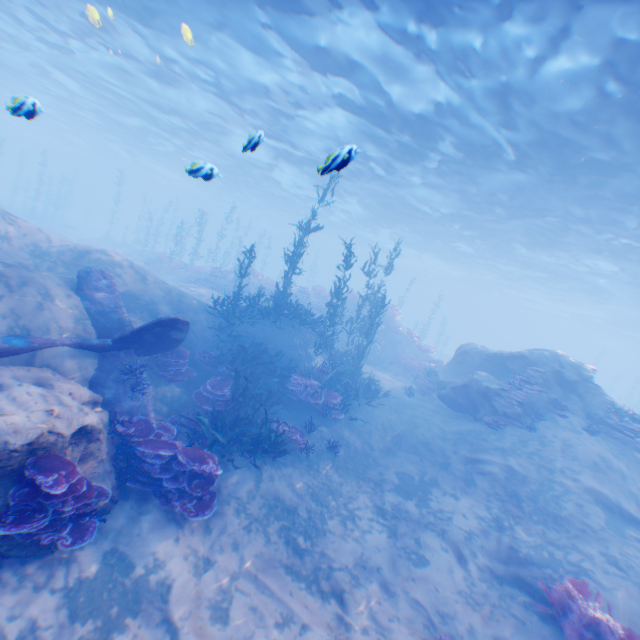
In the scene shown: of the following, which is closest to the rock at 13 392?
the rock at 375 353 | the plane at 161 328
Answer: the plane at 161 328

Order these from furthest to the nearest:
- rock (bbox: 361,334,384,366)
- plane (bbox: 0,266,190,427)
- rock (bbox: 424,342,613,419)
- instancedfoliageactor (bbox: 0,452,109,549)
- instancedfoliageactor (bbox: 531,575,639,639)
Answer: rock (bbox: 361,334,384,366) → rock (bbox: 424,342,613,419) → plane (bbox: 0,266,190,427) → instancedfoliageactor (bbox: 531,575,639,639) → instancedfoliageactor (bbox: 0,452,109,549)

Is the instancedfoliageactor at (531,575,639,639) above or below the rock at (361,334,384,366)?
below

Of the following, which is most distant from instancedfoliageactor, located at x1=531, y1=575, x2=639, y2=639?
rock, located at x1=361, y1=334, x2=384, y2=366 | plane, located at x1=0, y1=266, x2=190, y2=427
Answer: rock, located at x1=361, y1=334, x2=384, y2=366

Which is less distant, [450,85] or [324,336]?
[450,85]

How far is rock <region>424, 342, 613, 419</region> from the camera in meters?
12.7 m

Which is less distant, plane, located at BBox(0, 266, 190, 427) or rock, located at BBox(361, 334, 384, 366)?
plane, located at BBox(0, 266, 190, 427)

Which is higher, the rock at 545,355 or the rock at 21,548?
the rock at 545,355
